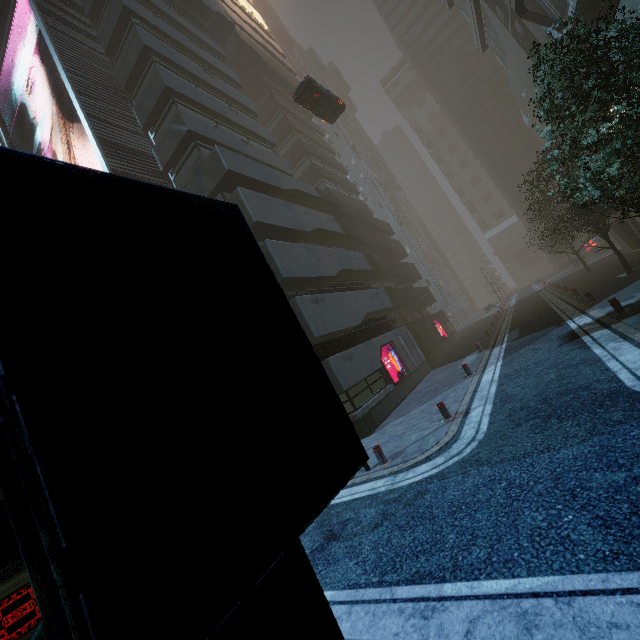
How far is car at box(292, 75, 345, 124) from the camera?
21.1m

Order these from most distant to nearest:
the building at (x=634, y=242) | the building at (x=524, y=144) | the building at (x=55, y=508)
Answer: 1. the building at (x=634, y=242)
2. the building at (x=524, y=144)
3. the building at (x=55, y=508)

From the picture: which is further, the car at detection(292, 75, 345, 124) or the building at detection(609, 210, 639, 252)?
the building at detection(609, 210, 639, 252)

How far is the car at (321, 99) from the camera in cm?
2109

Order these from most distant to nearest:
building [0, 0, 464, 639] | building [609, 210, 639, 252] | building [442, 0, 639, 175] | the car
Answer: building [609, 210, 639, 252] → the car → building [442, 0, 639, 175] → building [0, 0, 464, 639]

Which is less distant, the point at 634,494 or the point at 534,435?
the point at 634,494

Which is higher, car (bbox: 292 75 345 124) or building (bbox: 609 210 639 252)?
car (bbox: 292 75 345 124)
